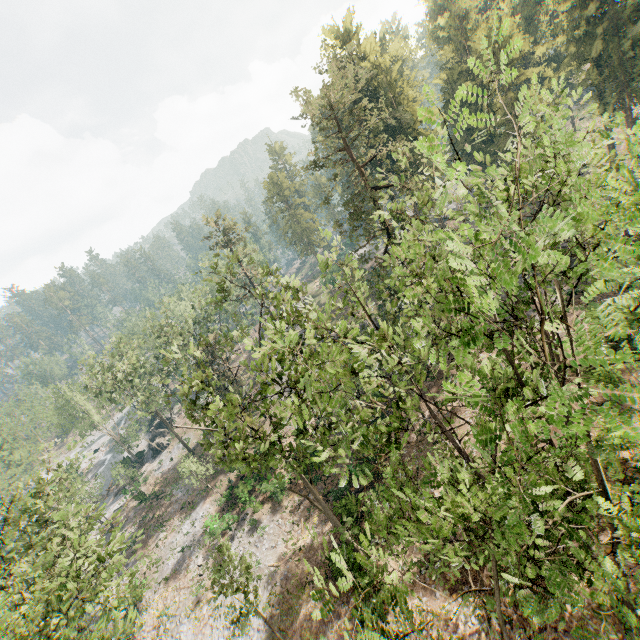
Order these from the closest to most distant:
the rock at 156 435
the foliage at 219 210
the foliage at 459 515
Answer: the foliage at 459 515 → the foliage at 219 210 → the rock at 156 435

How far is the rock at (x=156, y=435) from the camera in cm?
5419

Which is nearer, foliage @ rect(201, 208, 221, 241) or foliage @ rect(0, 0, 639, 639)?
foliage @ rect(0, 0, 639, 639)

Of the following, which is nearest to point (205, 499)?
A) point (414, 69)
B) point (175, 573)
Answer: point (175, 573)

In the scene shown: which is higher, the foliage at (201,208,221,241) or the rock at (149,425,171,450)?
the foliage at (201,208,221,241)

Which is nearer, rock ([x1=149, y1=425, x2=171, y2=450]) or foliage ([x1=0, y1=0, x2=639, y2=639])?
foliage ([x1=0, y1=0, x2=639, y2=639])

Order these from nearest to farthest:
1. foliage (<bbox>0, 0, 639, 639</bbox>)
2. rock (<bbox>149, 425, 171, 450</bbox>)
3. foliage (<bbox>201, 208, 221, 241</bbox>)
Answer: foliage (<bbox>0, 0, 639, 639</bbox>) → foliage (<bbox>201, 208, 221, 241</bbox>) → rock (<bbox>149, 425, 171, 450</bbox>)
